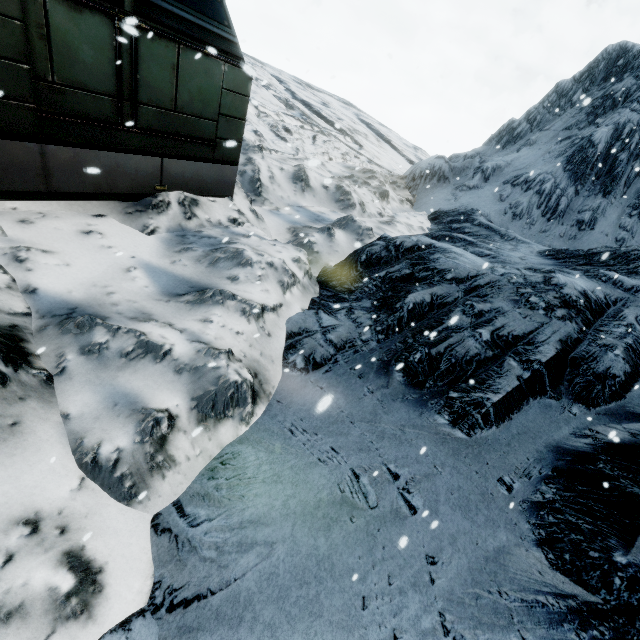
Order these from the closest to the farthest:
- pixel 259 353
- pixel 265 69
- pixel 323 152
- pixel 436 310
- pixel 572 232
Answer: pixel 259 353 → pixel 436 310 → pixel 572 232 → pixel 323 152 → pixel 265 69
